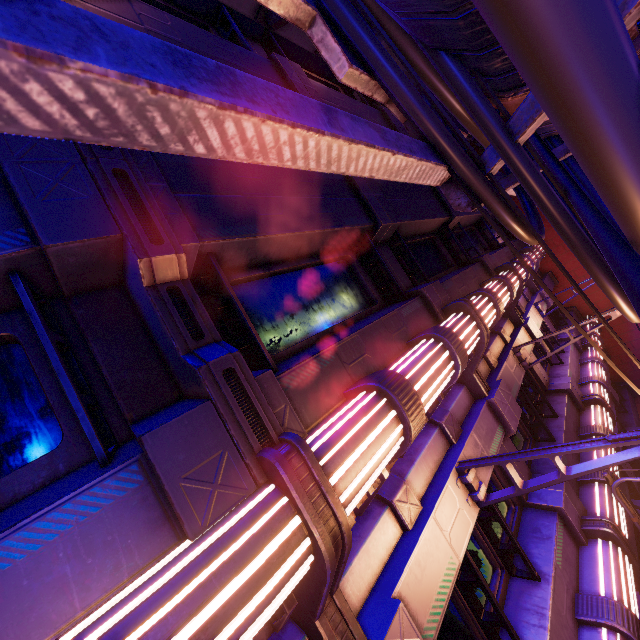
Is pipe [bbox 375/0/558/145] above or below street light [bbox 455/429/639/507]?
above

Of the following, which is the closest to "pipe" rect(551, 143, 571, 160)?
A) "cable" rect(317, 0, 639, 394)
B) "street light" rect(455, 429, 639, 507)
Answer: "cable" rect(317, 0, 639, 394)

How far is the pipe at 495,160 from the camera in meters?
2.2 m

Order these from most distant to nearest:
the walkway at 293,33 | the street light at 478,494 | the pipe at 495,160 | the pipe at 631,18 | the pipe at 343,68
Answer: the walkway at 293,33 → the street light at 478,494 → the pipe at 495,160 → the pipe at 631,18 → the pipe at 343,68

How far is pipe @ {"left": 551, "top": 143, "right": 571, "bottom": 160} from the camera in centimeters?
350cm

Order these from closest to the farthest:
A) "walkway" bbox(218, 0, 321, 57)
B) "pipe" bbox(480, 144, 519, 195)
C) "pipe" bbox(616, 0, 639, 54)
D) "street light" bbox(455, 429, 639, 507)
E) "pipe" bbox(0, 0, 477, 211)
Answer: "pipe" bbox(0, 0, 477, 211) < "pipe" bbox(616, 0, 639, 54) < "pipe" bbox(480, 144, 519, 195) < "street light" bbox(455, 429, 639, 507) < "walkway" bbox(218, 0, 321, 57)

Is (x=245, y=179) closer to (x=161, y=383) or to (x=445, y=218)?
(x=161, y=383)
